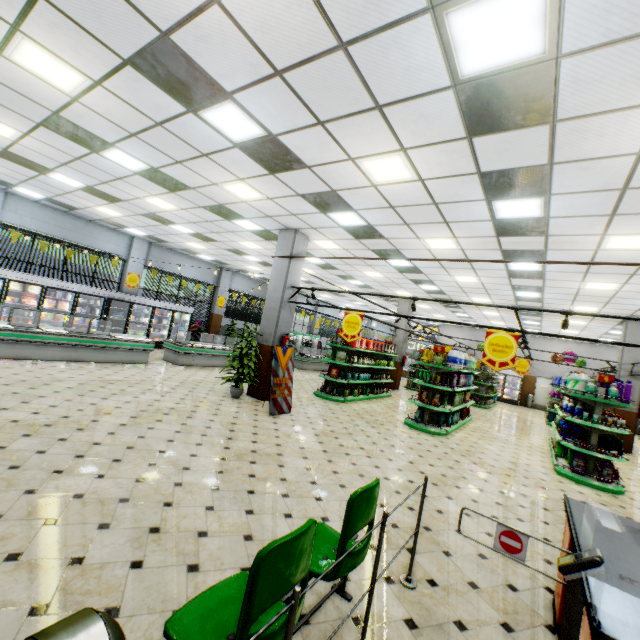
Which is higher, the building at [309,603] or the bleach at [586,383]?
the bleach at [586,383]

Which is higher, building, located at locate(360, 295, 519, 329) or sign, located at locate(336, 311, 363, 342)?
building, located at locate(360, 295, 519, 329)

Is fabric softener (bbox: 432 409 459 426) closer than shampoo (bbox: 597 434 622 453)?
No

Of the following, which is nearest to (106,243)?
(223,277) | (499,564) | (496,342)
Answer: (223,277)

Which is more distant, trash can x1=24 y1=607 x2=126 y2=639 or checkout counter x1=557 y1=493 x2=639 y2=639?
checkout counter x1=557 y1=493 x2=639 y2=639

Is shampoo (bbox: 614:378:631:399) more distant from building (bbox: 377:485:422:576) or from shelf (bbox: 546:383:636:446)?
building (bbox: 377:485:422:576)

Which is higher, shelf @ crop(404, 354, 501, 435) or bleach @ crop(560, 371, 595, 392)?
bleach @ crop(560, 371, 595, 392)

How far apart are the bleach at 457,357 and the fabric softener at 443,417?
1.4 meters
